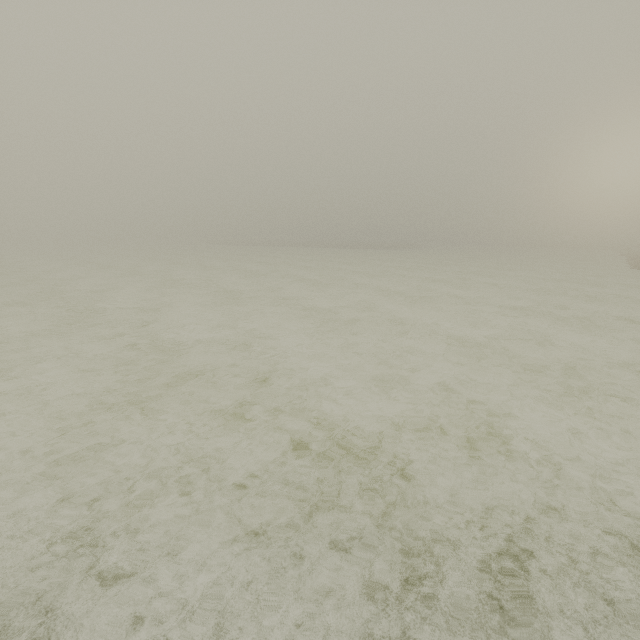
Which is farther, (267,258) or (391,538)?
(267,258)
